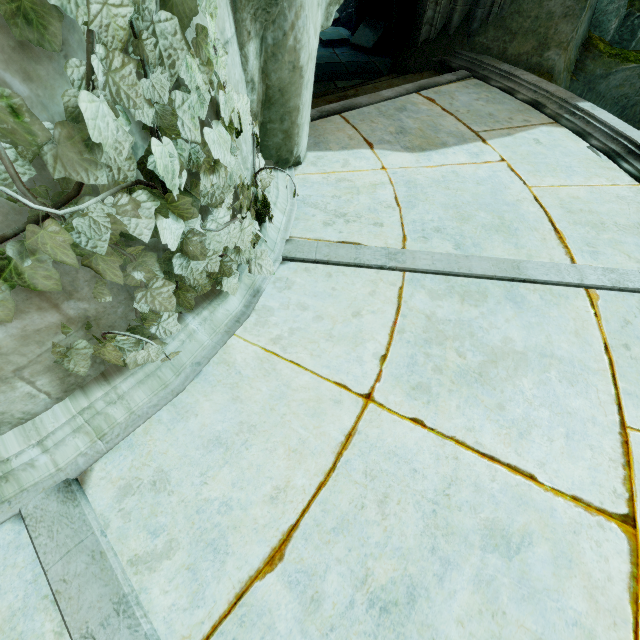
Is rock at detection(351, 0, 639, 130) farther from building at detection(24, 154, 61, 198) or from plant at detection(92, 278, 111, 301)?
plant at detection(92, 278, 111, 301)

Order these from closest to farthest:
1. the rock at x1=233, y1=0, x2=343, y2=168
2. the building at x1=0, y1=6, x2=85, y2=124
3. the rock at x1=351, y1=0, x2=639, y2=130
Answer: the building at x1=0, y1=6, x2=85, y2=124 < the rock at x1=233, y1=0, x2=343, y2=168 < the rock at x1=351, y1=0, x2=639, y2=130

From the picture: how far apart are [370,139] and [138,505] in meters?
4.1 m

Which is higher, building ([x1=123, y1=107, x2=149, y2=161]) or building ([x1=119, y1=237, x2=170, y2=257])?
building ([x1=123, y1=107, x2=149, y2=161])

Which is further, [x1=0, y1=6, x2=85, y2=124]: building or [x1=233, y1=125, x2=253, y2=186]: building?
[x1=233, y1=125, x2=253, y2=186]: building

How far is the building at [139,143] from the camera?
1.3 meters

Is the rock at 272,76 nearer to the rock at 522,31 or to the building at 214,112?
the building at 214,112

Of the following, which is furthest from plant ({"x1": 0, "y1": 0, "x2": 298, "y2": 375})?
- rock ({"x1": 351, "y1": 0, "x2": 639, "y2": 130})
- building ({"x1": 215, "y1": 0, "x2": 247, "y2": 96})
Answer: rock ({"x1": 351, "y1": 0, "x2": 639, "y2": 130})
